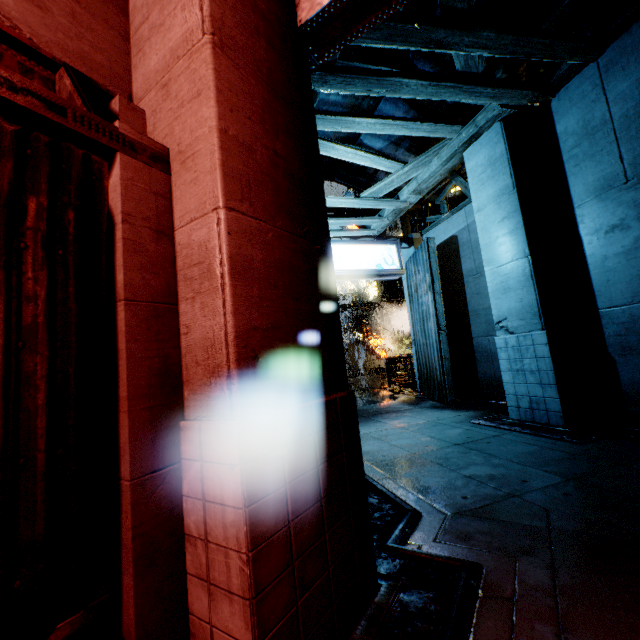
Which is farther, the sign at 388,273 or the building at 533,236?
the sign at 388,273

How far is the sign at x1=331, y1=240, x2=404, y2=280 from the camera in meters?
9.6 m

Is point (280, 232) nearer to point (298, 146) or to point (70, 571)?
point (298, 146)

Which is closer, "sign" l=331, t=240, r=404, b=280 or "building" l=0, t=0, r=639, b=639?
"building" l=0, t=0, r=639, b=639

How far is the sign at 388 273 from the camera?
9.58m
